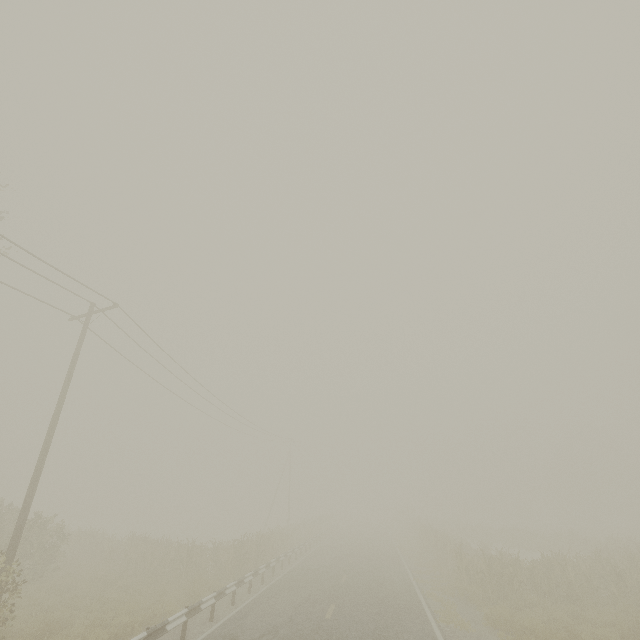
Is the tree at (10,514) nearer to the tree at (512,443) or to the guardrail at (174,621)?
the guardrail at (174,621)

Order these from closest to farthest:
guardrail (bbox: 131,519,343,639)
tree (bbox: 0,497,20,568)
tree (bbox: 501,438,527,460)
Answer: guardrail (bbox: 131,519,343,639) < tree (bbox: 0,497,20,568) < tree (bbox: 501,438,527,460)

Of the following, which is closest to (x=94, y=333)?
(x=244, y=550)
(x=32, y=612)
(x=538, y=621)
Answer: (x=32, y=612)

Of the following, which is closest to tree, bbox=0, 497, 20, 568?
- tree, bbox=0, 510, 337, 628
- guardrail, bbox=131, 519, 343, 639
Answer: tree, bbox=0, 510, 337, 628

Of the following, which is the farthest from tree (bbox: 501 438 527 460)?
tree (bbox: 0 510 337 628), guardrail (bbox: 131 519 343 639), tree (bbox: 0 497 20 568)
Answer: tree (bbox: 0 497 20 568)

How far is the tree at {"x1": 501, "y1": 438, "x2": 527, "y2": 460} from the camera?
58.35m

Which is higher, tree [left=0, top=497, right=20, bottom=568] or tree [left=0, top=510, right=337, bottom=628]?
tree [left=0, top=497, right=20, bottom=568]

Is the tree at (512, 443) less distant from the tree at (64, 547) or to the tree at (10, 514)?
the tree at (64, 547)
